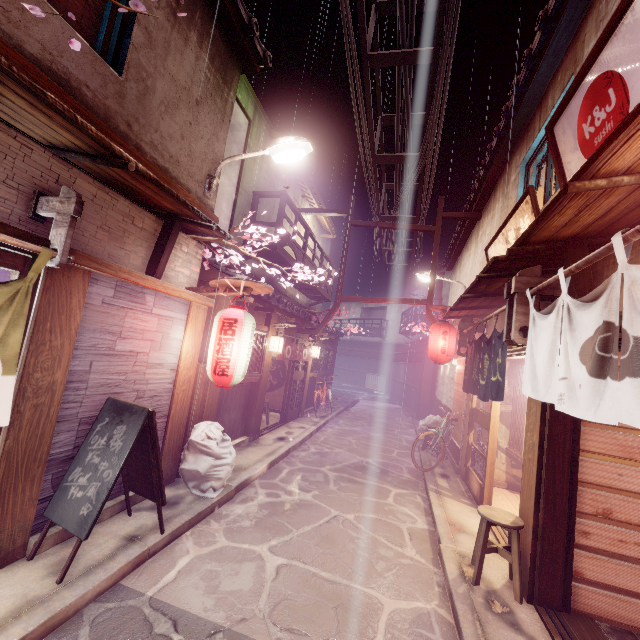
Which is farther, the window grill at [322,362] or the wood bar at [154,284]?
the window grill at [322,362]

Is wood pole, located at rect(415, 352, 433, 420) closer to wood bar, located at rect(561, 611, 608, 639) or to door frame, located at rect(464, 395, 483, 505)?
door frame, located at rect(464, 395, 483, 505)

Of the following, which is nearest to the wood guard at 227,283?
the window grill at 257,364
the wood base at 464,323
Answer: the window grill at 257,364

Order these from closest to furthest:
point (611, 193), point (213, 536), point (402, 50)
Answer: point (611, 193) < point (213, 536) < point (402, 50)

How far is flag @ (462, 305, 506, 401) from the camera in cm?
836

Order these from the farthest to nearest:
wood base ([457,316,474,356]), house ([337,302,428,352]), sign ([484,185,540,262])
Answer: house ([337,302,428,352]) < wood base ([457,316,474,356]) < sign ([484,185,540,262])

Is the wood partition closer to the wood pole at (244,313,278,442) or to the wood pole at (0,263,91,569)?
the wood pole at (244,313,278,442)

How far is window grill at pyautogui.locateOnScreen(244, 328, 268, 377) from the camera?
13.5m
